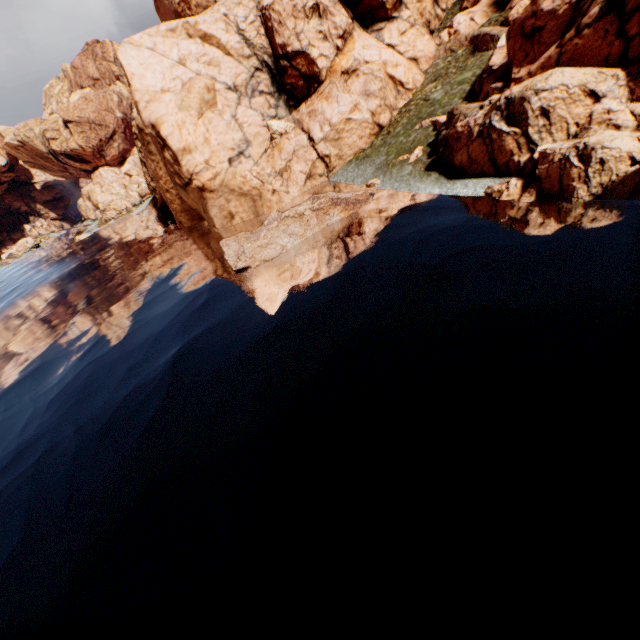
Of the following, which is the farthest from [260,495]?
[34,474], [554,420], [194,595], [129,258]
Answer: [129,258]
